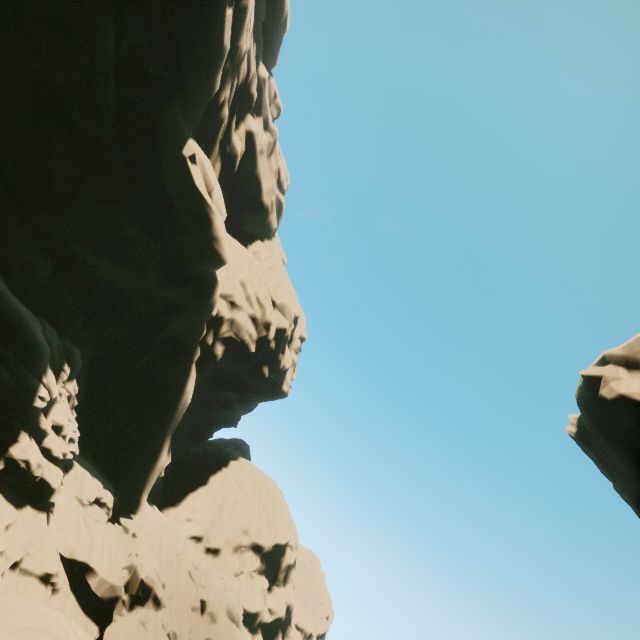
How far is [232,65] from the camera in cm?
2772

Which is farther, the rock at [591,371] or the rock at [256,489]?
the rock at [591,371]

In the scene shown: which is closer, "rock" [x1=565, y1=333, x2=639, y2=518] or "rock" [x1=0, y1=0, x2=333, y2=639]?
"rock" [x1=0, y1=0, x2=333, y2=639]
